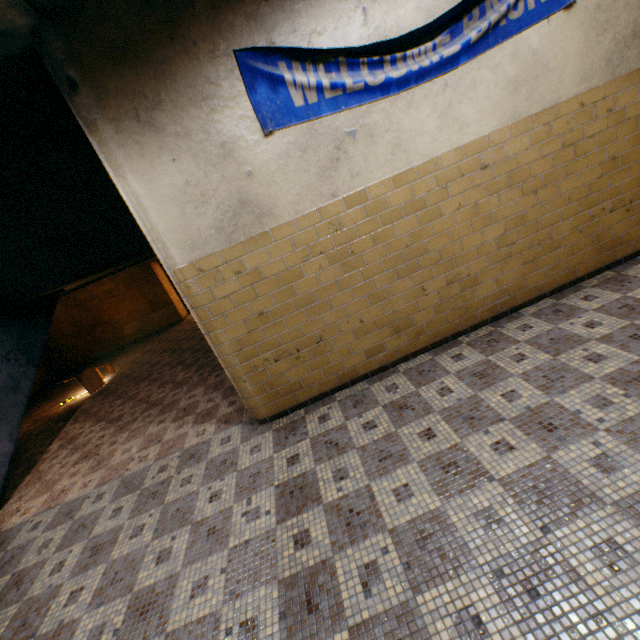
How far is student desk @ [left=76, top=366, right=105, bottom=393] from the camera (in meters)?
7.52

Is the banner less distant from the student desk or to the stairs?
the stairs

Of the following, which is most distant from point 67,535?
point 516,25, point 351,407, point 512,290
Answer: point 516,25

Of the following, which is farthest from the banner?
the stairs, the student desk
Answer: the student desk

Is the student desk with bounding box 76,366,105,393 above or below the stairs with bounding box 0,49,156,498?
below

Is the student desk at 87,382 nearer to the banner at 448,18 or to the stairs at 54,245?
the stairs at 54,245

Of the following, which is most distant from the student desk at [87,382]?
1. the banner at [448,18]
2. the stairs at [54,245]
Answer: the banner at [448,18]
